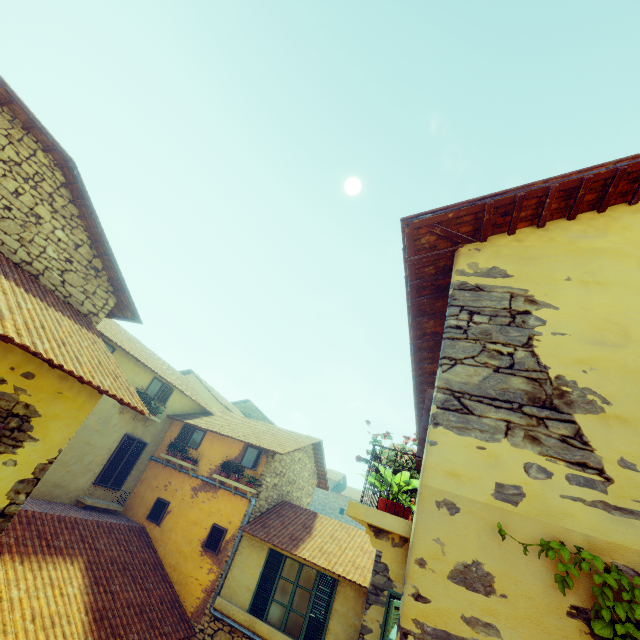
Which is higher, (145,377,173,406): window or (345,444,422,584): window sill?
(145,377,173,406): window

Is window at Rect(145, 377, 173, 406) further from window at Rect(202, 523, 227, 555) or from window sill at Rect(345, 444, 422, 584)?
window sill at Rect(345, 444, 422, 584)

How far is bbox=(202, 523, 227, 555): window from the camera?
9.81m

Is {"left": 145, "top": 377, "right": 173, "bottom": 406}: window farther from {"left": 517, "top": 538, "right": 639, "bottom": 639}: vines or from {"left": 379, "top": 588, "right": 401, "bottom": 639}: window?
{"left": 517, "top": 538, "right": 639, "bottom": 639}: vines

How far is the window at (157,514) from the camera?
10.8m

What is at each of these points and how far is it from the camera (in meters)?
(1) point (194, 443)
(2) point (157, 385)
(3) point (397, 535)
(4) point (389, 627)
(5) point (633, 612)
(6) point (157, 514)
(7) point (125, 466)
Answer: (1) window, 12.17
(2) window, 12.09
(3) window sill, 2.30
(4) window, 4.91
(5) vines, 1.62
(6) window, 10.91
(7) window, 11.27

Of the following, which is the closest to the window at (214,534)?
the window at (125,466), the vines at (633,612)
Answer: the vines at (633,612)
